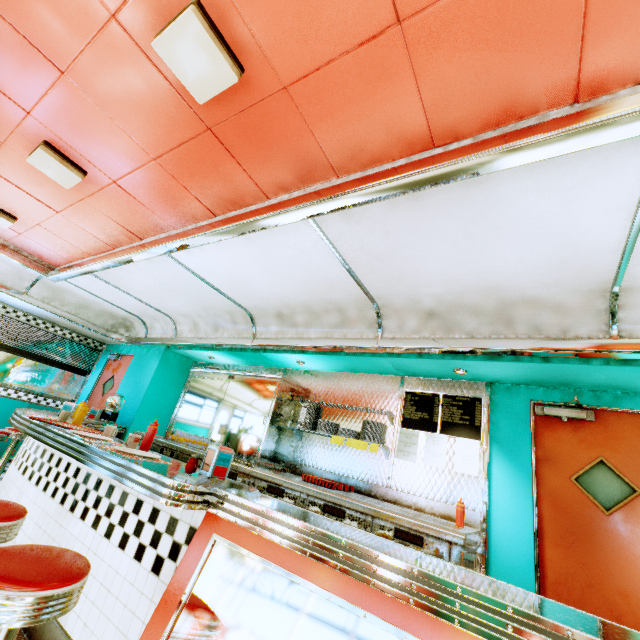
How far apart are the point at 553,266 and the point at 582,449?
1.9 meters

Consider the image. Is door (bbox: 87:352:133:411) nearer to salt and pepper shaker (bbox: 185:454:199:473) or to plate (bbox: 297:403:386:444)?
plate (bbox: 297:403:386:444)

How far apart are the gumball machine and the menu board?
4.67m

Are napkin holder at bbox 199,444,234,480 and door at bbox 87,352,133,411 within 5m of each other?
no

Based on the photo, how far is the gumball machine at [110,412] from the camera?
5.3m

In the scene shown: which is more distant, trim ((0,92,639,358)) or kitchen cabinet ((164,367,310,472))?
kitchen cabinet ((164,367,310,472))

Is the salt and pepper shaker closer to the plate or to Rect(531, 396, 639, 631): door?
the plate

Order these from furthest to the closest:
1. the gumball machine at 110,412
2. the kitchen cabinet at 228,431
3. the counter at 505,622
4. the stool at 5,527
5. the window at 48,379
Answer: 1. the window at 48,379
2. the gumball machine at 110,412
3. the kitchen cabinet at 228,431
4. the stool at 5,527
5. the counter at 505,622
